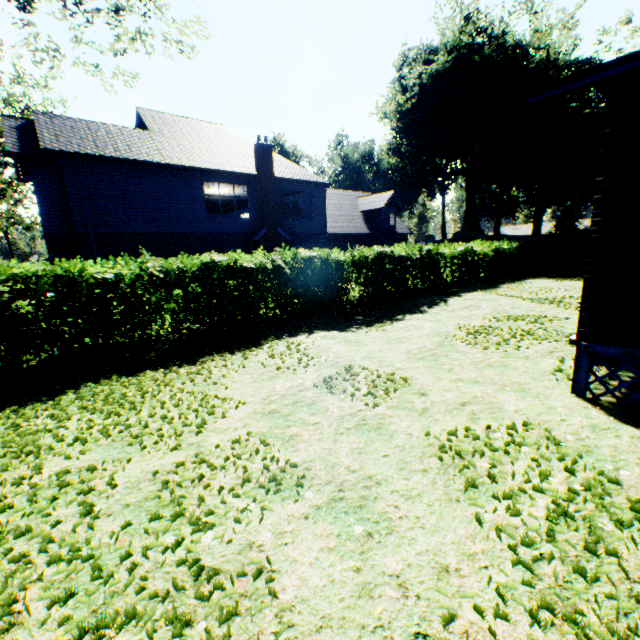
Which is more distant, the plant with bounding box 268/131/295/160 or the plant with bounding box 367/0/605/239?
the plant with bounding box 268/131/295/160

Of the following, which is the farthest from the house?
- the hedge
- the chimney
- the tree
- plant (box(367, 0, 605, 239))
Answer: plant (box(367, 0, 605, 239))

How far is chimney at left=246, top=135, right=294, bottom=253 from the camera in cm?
1947

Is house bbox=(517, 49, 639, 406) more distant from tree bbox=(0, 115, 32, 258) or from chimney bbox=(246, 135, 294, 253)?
chimney bbox=(246, 135, 294, 253)

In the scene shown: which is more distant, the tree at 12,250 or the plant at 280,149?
the plant at 280,149

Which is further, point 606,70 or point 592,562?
point 606,70

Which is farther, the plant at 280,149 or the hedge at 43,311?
the plant at 280,149

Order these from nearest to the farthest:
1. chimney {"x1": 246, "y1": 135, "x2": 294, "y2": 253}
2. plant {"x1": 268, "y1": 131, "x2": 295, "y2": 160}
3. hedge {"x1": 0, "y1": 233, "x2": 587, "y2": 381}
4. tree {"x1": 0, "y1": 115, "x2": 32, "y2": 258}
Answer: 1. hedge {"x1": 0, "y1": 233, "x2": 587, "y2": 381}
2. chimney {"x1": 246, "y1": 135, "x2": 294, "y2": 253}
3. tree {"x1": 0, "y1": 115, "x2": 32, "y2": 258}
4. plant {"x1": 268, "y1": 131, "x2": 295, "y2": 160}
